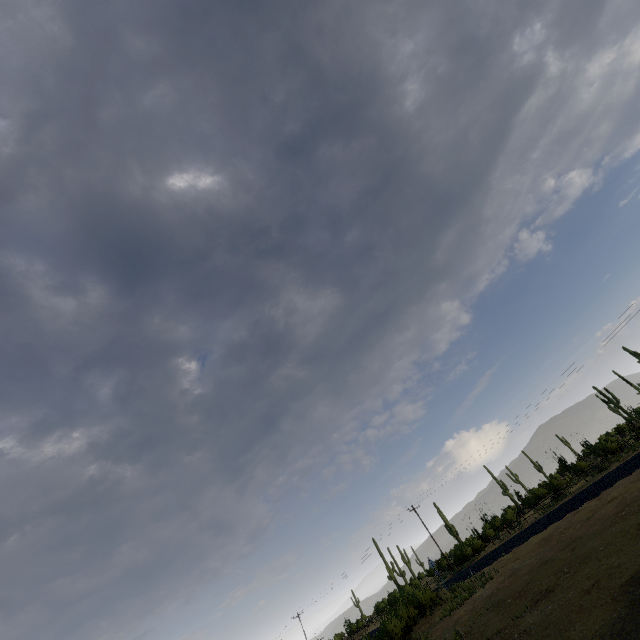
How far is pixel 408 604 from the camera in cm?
2342
